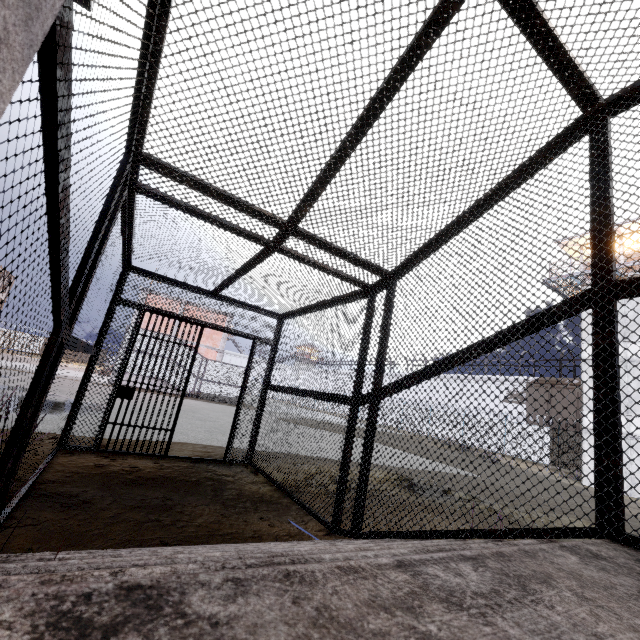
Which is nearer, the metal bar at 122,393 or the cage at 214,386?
the metal bar at 122,393

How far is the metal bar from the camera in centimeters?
528cm

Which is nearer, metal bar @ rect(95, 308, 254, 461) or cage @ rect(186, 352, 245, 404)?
metal bar @ rect(95, 308, 254, 461)

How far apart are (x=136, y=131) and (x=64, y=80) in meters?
1.7

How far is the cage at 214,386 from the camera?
22.88m

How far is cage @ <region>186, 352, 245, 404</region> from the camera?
22.9 meters
